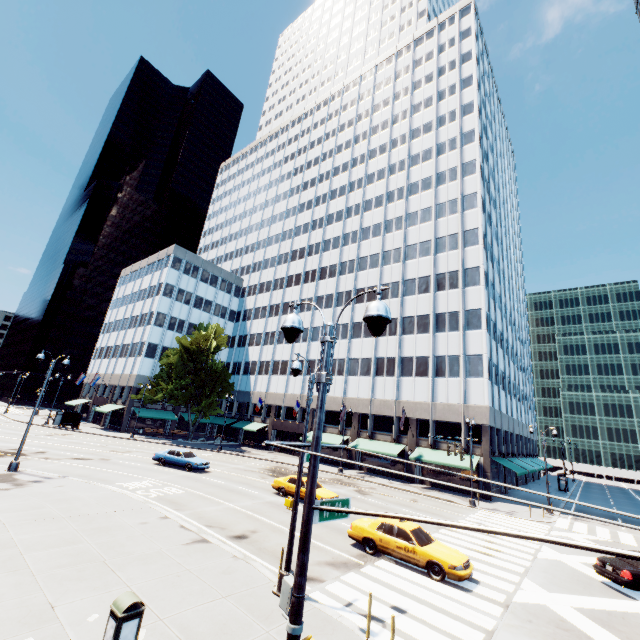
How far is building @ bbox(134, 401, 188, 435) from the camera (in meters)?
51.72

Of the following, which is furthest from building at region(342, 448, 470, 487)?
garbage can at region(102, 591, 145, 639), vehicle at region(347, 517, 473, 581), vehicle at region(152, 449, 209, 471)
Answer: garbage can at region(102, 591, 145, 639)

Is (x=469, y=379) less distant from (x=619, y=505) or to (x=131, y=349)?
(x=619, y=505)

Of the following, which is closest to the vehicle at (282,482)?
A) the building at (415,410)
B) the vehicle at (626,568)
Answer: the vehicle at (626,568)

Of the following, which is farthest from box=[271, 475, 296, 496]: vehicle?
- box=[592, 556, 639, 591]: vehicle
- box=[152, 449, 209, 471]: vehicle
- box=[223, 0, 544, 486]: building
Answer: box=[223, 0, 544, 486]: building

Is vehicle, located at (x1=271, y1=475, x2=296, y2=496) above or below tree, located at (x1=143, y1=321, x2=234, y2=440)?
below

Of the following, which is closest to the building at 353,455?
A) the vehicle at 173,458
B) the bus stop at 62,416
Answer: the bus stop at 62,416

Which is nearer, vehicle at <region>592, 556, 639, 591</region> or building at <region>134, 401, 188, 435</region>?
vehicle at <region>592, 556, 639, 591</region>
